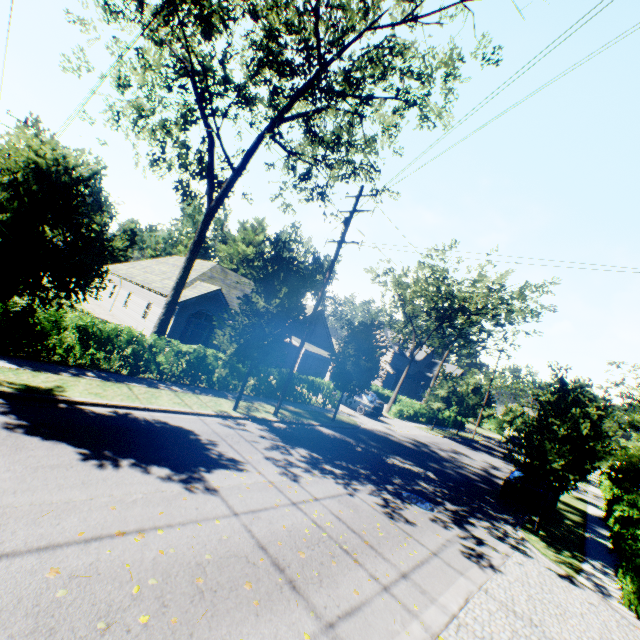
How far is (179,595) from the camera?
4.34m

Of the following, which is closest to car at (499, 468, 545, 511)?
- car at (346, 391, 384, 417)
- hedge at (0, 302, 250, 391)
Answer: car at (346, 391, 384, 417)

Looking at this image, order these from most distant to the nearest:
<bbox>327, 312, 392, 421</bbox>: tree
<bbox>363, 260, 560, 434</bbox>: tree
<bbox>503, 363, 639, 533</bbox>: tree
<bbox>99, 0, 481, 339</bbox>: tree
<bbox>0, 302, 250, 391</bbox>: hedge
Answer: <bbox>363, 260, 560, 434</bbox>: tree < <bbox>327, 312, 392, 421</bbox>: tree < <bbox>99, 0, 481, 339</bbox>: tree < <bbox>503, 363, 639, 533</bbox>: tree < <bbox>0, 302, 250, 391</bbox>: hedge

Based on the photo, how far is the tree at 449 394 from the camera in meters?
29.3 m

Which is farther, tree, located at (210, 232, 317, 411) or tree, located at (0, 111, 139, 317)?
tree, located at (210, 232, 317, 411)

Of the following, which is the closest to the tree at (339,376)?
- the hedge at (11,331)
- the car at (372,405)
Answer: the hedge at (11,331)

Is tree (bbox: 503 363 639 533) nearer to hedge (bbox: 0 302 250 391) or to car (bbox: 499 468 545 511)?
hedge (bbox: 0 302 250 391)

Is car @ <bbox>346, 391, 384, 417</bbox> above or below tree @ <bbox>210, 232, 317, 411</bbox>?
below
